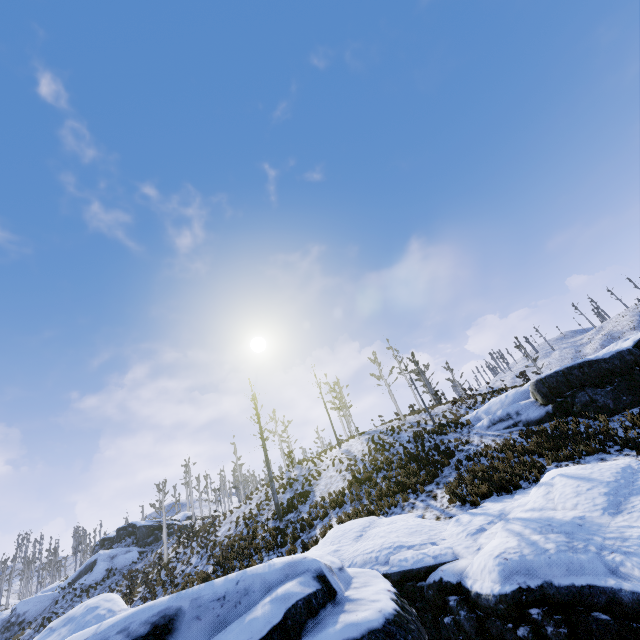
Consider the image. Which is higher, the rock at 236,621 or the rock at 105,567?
the rock at 105,567

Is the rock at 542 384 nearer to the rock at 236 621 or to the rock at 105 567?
the rock at 236 621

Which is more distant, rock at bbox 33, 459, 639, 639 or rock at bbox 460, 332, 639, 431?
rock at bbox 460, 332, 639, 431

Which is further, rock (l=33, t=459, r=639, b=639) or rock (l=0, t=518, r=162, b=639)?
rock (l=0, t=518, r=162, b=639)

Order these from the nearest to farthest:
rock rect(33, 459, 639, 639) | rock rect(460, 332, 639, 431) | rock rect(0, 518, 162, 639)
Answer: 1. rock rect(33, 459, 639, 639)
2. rock rect(460, 332, 639, 431)
3. rock rect(0, 518, 162, 639)

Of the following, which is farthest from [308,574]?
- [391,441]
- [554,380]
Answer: [391,441]

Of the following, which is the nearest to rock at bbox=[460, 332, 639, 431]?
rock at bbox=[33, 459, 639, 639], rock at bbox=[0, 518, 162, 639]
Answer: rock at bbox=[33, 459, 639, 639]

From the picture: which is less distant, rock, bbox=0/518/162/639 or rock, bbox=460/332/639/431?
rock, bbox=460/332/639/431
